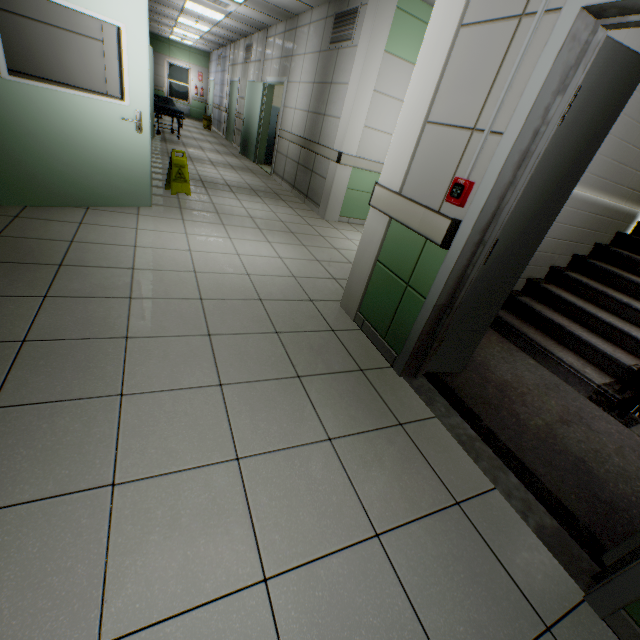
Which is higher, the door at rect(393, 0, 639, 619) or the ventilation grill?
the ventilation grill

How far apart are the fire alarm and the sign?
4.4 meters

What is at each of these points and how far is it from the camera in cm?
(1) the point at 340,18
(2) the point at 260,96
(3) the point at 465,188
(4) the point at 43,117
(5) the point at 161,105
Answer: (1) ventilation grill, 534
(2) door, 896
(3) fire alarm, 184
(4) door, 300
(5) emergency stretcher, 938

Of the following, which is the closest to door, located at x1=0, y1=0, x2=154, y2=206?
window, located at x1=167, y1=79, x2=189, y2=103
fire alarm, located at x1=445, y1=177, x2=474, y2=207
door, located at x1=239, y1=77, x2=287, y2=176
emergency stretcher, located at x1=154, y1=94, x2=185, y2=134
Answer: fire alarm, located at x1=445, y1=177, x2=474, y2=207

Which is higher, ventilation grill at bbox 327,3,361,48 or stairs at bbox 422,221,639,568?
ventilation grill at bbox 327,3,361,48

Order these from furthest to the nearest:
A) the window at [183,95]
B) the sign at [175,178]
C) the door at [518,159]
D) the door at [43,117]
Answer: the window at [183,95], the sign at [175,178], the door at [43,117], the door at [518,159]

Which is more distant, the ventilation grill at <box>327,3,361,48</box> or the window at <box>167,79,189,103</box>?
the window at <box>167,79,189,103</box>

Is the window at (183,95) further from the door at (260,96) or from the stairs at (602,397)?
the stairs at (602,397)
